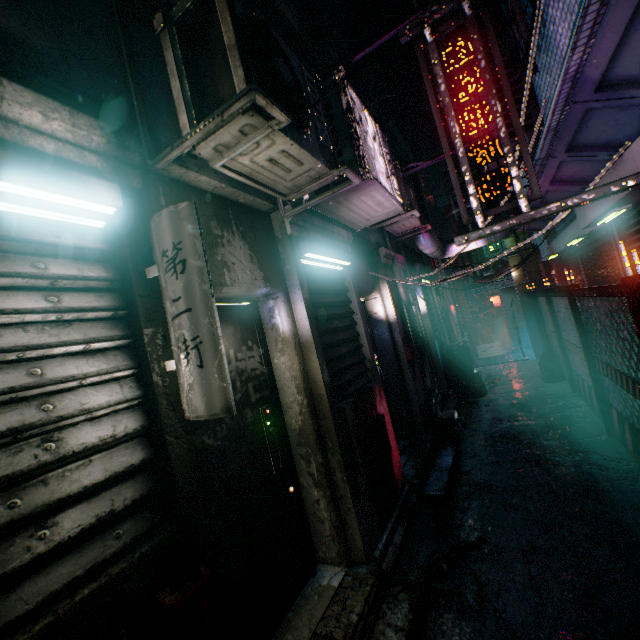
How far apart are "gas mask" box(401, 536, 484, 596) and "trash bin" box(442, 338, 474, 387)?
4.7m

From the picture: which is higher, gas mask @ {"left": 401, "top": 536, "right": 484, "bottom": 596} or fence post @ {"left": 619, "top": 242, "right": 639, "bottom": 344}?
fence post @ {"left": 619, "top": 242, "right": 639, "bottom": 344}

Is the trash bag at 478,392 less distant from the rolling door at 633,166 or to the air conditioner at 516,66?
the rolling door at 633,166

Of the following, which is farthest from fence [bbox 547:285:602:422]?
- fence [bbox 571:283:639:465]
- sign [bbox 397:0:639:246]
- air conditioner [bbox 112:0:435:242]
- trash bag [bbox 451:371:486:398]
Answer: air conditioner [bbox 112:0:435:242]

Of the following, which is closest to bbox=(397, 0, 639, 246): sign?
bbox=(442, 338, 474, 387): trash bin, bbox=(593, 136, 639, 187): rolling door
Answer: bbox=(593, 136, 639, 187): rolling door

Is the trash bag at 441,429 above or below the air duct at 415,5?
below

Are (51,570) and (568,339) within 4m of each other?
no

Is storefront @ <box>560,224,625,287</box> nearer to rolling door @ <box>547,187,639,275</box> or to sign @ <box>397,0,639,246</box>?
rolling door @ <box>547,187,639,275</box>
